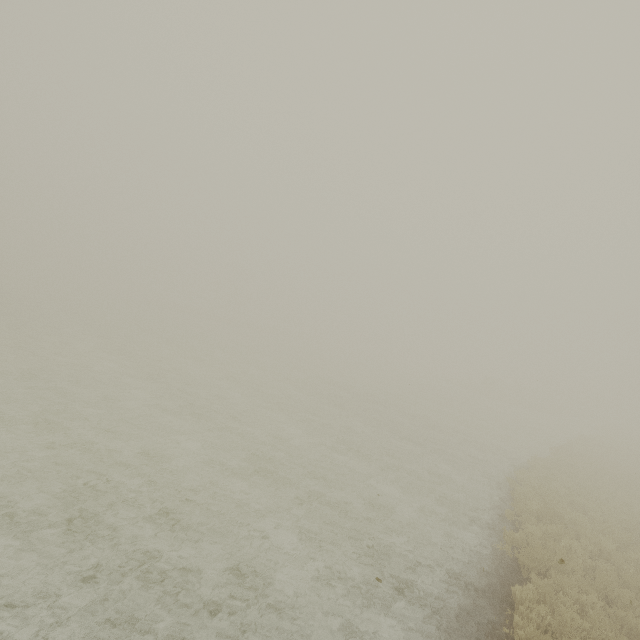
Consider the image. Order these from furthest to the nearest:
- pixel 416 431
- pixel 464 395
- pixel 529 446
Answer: pixel 464 395
pixel 529 446
pixel 416 431
